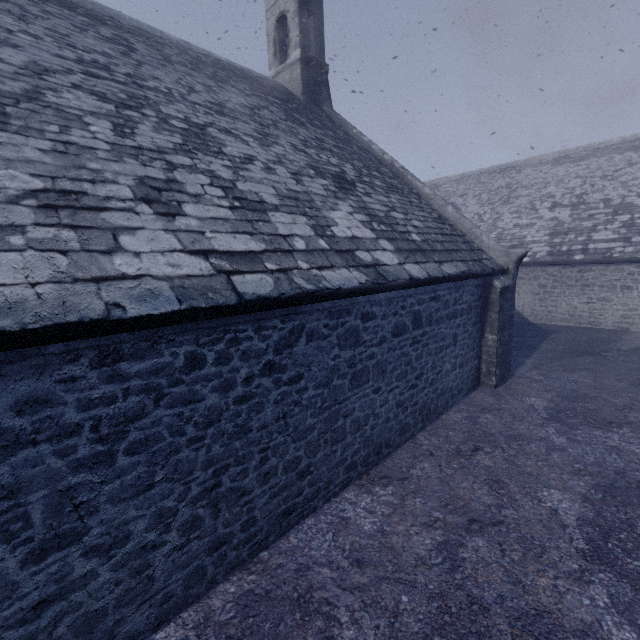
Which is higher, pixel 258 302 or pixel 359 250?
pixel 359 250
